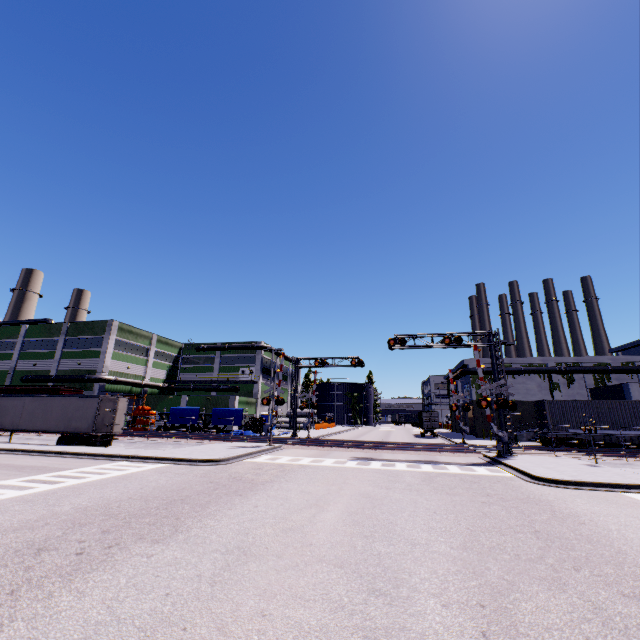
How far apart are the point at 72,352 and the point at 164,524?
49.7 meters

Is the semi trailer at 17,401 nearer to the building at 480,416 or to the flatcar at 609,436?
the building at 480,416

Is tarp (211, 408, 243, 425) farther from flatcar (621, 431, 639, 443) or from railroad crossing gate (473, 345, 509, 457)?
flatcar (621, 431, 639, 443)

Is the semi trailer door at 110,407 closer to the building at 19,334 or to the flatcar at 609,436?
the building at 19,334

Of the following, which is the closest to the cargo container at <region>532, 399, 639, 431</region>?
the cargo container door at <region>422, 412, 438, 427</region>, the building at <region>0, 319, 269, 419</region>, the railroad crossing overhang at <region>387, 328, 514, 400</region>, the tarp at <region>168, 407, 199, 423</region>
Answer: the cargo container door at <region>422, 412, 438, 427</region>

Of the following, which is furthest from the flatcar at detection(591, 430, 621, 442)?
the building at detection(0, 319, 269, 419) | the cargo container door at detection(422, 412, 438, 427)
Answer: the cargo container door at detection(422, 412, 438, 427)

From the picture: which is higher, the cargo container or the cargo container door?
the cargo container

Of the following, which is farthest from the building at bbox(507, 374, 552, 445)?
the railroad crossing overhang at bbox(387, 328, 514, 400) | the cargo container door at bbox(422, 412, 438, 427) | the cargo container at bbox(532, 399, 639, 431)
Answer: the railroad crossing overhang at bbox(387, 328, 514, 400)
